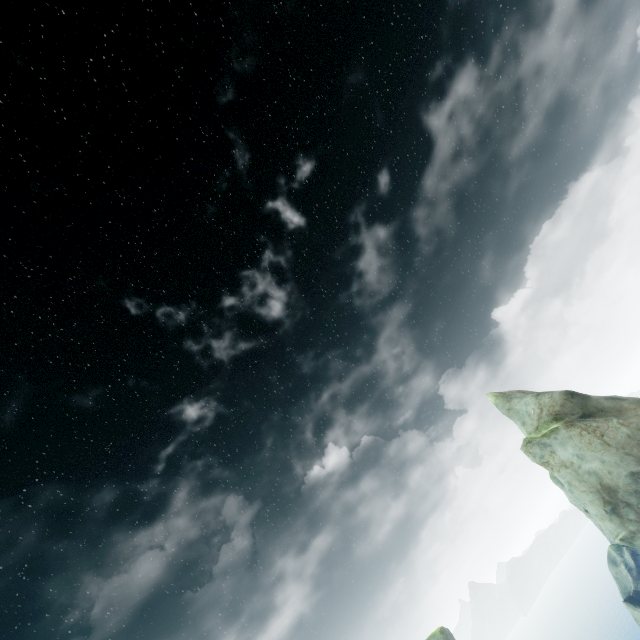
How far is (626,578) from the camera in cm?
4019
